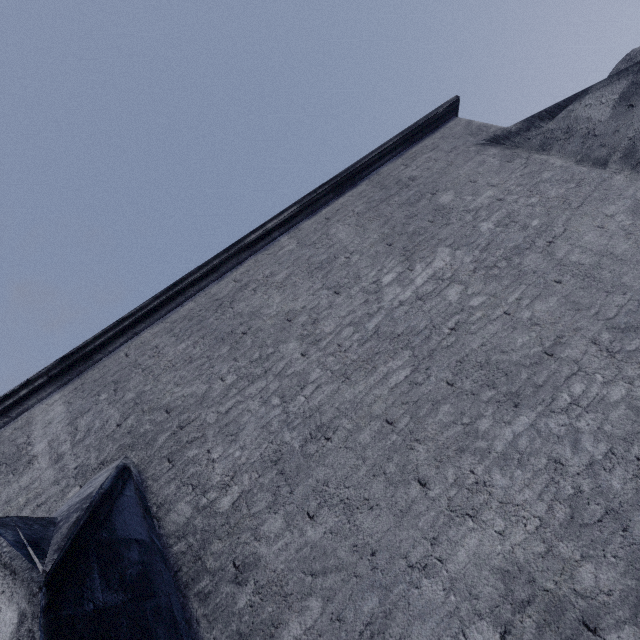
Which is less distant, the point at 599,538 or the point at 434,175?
the point at 599,538
